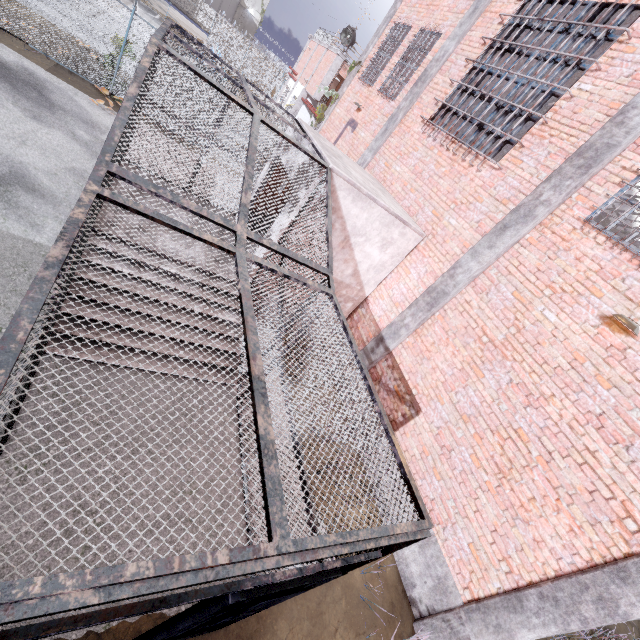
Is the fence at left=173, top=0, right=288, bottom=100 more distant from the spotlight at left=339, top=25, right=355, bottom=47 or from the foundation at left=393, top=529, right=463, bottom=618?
the foundation at left=393, top=529, right=463, bottom=618

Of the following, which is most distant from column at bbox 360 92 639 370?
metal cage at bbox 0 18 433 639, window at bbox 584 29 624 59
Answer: metal cage at bbox 0 18 433 639

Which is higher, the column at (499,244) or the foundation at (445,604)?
the column at (499,244)

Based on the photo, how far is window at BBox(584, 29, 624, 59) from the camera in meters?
5.6

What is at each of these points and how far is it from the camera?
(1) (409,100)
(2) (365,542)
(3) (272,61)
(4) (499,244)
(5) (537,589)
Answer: (1) column, 9.44m
(2) metal cage, 2.24m
(3) fence, 37.78m
(4) column, 6.04m
(5) column, 4.28m

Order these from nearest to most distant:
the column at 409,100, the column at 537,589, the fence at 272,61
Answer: the column at 537,589
the column at 409,100
the fence at 272,61

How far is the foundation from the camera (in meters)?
5.13
